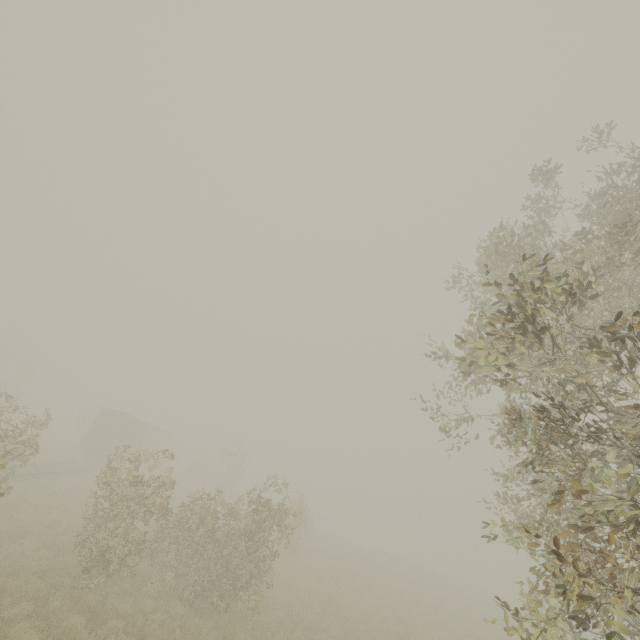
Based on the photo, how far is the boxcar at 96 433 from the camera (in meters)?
28.69

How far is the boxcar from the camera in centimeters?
2869cm

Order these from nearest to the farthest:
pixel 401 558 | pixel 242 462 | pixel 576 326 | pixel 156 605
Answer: pixel 576 326 < pixel 156 605 < pixel 242 462 < pixel 401 558
